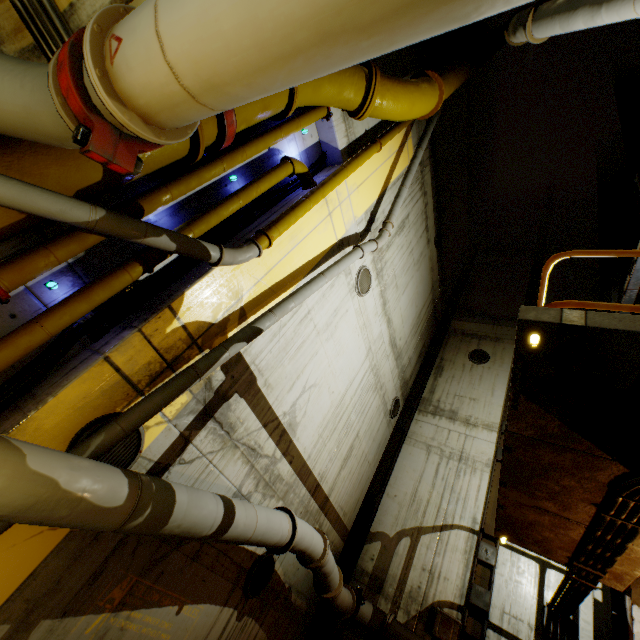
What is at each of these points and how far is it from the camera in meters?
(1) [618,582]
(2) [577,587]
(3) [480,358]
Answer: (1) stairs, 5.5
(2) pipe, 6.2
(3) cable, 13.7

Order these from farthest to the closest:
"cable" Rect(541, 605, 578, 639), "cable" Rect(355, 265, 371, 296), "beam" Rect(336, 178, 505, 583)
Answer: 1. "beam" Rect(336, 178, 505, 583)
2. "cable" Rect(355, 265, 371, 296)
3. "cable" Rect(541, 605, 578, 639)

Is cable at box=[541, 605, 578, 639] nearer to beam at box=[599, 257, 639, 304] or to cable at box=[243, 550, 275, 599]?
beam at box=[599, 257, 639, 304]

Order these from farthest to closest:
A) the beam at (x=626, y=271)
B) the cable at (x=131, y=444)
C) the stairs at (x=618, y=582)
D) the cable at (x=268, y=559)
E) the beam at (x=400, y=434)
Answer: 1. the beam at (x=400, y=434)
2. the beam at (x=626, y=271)
3. the cable at (x=268, y=559)
4. the stairs at (x=618, y=582)
5. the cable at (x=131, y=444)

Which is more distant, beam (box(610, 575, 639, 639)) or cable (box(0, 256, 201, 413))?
beam (box(610, 575, 639, 639))

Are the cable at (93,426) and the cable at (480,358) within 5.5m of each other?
no

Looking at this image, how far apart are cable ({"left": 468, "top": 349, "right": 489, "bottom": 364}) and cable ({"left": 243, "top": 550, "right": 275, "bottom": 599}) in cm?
1066

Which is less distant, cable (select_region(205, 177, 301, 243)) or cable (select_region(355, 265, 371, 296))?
cable (select_region(205, 177, 301, 243))
